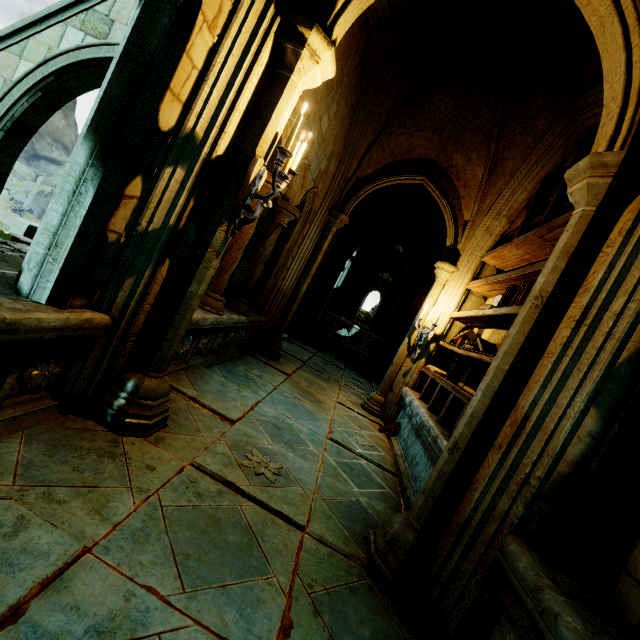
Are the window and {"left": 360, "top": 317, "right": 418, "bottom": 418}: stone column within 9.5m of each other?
no

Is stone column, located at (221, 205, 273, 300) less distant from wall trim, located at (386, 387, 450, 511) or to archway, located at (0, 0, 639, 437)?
archway, located at (0, 0, 639, 437)

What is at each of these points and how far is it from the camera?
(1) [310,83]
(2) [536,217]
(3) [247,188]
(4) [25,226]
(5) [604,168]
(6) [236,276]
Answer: (1) stone column, 2.5 meters
(2) book, 4.8 meters
(3) candelabra, 2.4 meters
(4) brick, 6.8 meters
(5) stone column, 2.1 meters
(6) stone column, 6.5 meters

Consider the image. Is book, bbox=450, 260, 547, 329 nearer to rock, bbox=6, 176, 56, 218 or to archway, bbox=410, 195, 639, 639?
archway, bbox=410, 195, 639, 639

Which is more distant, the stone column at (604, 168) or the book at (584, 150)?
the book at (584, 150)

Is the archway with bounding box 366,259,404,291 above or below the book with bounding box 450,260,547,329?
above

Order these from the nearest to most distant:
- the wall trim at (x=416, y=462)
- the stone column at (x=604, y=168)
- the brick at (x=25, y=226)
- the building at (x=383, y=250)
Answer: the stone column at (x=604, y=168) → the wall trim at (x=416, y=462) → the brick at (x=25, y=226) → the building at (x=383, y=250)

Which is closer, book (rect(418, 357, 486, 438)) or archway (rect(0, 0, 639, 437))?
archway (rect(0, 0, 639, 437))
